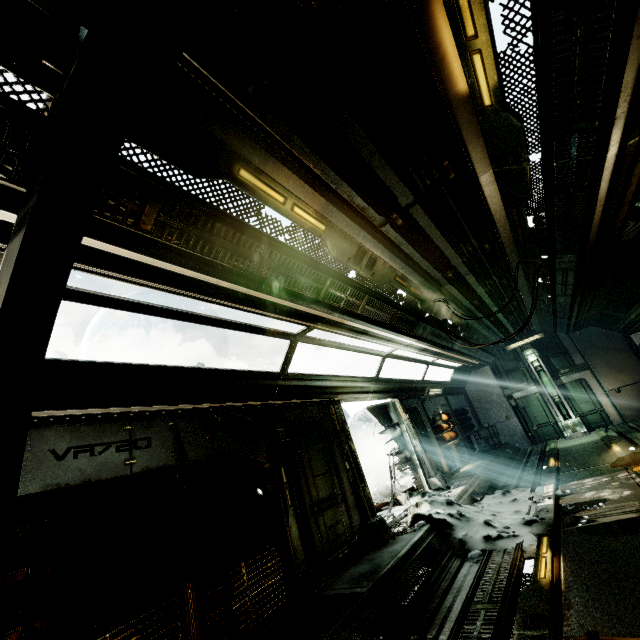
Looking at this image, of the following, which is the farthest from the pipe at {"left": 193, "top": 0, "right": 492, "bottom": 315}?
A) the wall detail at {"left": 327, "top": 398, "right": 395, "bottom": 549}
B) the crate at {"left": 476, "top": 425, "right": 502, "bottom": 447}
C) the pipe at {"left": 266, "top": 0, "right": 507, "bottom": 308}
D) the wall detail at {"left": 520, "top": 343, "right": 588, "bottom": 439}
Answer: the crate at {"left": 476, "top": 425, "right": 502, "bottom": 447}

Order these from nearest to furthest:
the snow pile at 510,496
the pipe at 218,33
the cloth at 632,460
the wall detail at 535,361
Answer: the pipe at 218,33
the snow pile at 510,496
the cloth at 632,460
the wall detail at 535,361

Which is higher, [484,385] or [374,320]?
[374,320]

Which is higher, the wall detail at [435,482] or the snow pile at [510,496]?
the wall detail at [435,482]

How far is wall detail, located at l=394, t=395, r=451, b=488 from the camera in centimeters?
887cm

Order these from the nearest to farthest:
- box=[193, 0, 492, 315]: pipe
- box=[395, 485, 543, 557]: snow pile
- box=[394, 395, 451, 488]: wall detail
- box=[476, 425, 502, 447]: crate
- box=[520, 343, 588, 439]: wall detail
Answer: box=[193, 0, 492, 315]: pipe
box=[395, 485, 543, 557]: snow pile
box=[394, 395, 451, 488]: wall detail
box=[520, 343, 588, 439]: wall detail
box=[476, 425, 502, 447]: crate

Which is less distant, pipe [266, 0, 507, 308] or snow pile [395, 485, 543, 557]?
pipe [266, 0, 507, 308]

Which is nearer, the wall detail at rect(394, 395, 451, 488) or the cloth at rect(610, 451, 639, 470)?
the cloth at rect(610, 451, 639, 470)
